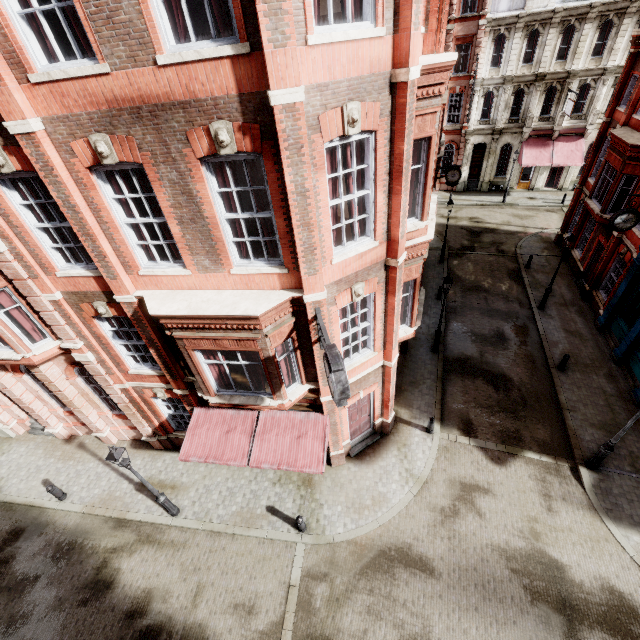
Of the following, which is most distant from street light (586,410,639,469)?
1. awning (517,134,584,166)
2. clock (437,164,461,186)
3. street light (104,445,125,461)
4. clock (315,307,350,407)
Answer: awning (517,134,584,166)

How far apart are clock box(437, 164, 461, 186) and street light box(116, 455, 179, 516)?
23.81m

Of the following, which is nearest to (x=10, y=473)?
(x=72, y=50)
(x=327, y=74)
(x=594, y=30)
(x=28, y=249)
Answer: (x=28, y=249)

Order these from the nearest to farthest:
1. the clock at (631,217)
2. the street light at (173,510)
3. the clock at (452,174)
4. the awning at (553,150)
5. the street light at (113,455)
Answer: the street light at (113,455), the street light at (173,510), the clock at (631,217), the clock at (452,174), the awning at (553,150)

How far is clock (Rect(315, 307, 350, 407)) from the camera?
6.6 meters

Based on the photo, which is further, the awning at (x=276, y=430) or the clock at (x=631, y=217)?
the clock at (x=631, y=217)

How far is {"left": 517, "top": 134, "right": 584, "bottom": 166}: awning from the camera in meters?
29.2 m

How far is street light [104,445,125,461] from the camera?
9.2 meters
